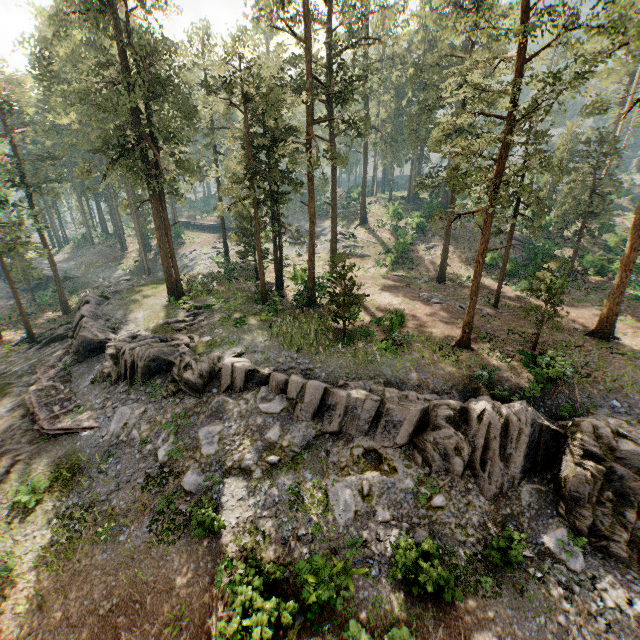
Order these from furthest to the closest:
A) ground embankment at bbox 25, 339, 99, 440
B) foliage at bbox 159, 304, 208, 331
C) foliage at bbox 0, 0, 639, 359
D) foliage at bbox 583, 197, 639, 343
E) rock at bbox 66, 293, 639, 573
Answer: foliage at bbox 159, 304, 208, 331 → foliage at bbox 583, 197, 639, 343 → ground embankment at bbox 25, 339, 99, 440 → foliage at bbox 0, 0, 639, 359 → rock at bbox 66, 293, 639, 573

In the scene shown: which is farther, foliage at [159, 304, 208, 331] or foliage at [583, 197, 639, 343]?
foliage at [159, 304, 208, 331]

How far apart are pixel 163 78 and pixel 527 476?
33.0m

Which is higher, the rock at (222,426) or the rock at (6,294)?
the rock at (222,426)

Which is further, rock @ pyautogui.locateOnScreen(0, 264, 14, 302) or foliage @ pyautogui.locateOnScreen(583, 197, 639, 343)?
rock @ pyautogui.locateOnScreen(0, 264, 14, 302)

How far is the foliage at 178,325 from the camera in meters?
24.9

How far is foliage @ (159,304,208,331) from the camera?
24.94m

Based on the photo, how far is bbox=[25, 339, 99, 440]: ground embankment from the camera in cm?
1888
